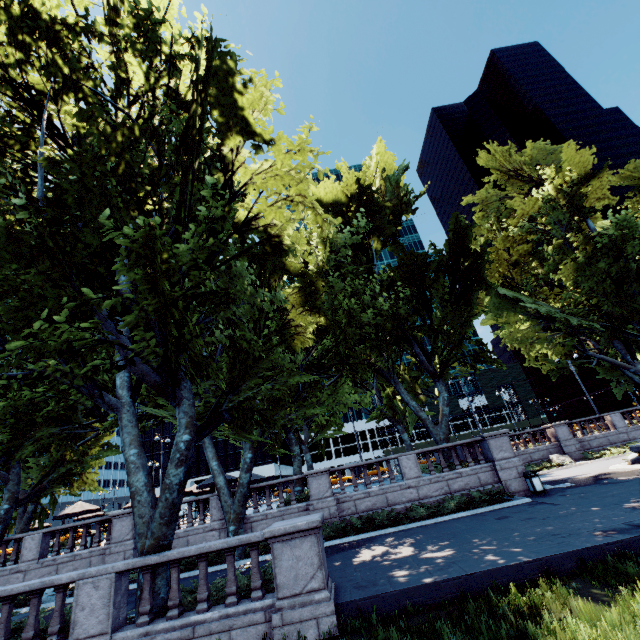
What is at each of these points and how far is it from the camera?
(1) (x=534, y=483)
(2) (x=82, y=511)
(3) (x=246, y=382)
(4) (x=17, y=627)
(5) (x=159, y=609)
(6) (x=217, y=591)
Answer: (1) garbage can, 16.0 meters
(2) umbrella, 21.6 meters
(3) tree, 13.3 meters
(4) bush, 8.9 meters
(5) tree, 8.3 meters
(6) bush, 9.0 meters

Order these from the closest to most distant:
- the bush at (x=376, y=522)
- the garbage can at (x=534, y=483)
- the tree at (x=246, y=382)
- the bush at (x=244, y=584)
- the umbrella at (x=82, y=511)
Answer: the bush at (x=244, y=584)
the tree at (x=246, y=382)
the bush at (x=376, y=522)
the garbage can at (x=534, y=483)
the umbrella at (x=82, y=511)

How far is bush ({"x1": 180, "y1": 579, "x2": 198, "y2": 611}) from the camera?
8.38m

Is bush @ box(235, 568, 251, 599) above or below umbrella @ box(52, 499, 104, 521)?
below

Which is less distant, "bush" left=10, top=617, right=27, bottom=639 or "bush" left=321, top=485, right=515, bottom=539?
"bush" left=10, top=617, right=27, bottom=639

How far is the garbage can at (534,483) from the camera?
15.82m

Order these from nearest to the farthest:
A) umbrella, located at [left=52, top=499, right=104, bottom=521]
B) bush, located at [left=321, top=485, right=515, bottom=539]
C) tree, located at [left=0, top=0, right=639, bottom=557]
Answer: tree, located at [left=0, top=0, right=639, bottom=557] < bush, located at [left=321, top=485, right=515, bottom=539] < umbrella, located at [left=52, top=499, right=104, bottom=521]
